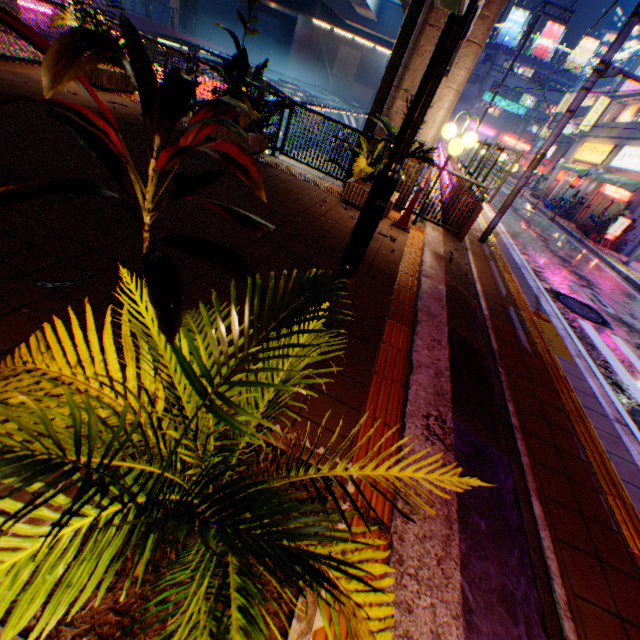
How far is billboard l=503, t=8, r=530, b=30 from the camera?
50.53m

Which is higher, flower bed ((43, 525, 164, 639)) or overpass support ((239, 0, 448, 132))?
overpass support ((239, 0, 448, 132))

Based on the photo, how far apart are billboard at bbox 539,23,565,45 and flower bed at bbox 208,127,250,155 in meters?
69.7

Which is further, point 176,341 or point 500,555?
point 500,555

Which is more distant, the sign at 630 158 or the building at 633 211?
the sign at 630 158

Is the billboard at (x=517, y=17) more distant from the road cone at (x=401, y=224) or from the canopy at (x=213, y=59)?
the road cone at (x=401, y=224)

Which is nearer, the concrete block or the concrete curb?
the concrete curb

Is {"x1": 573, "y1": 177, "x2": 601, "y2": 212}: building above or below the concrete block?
above
